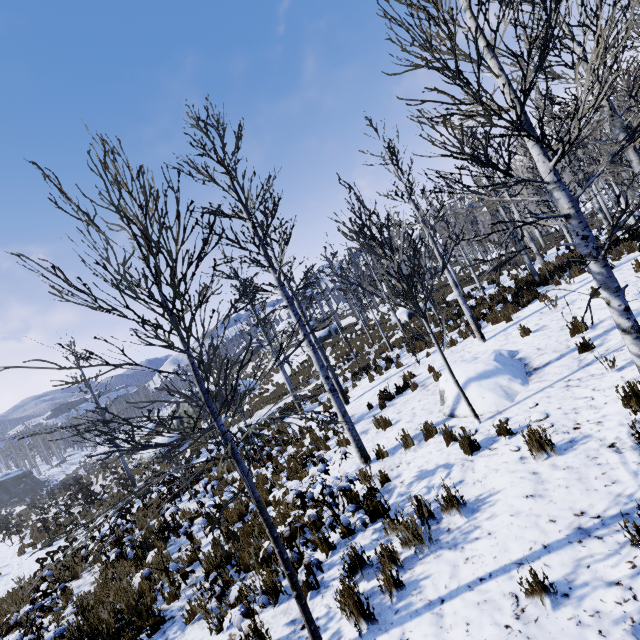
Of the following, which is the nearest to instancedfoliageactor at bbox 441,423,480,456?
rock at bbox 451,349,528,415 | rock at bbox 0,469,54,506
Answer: rock at bbox 451,349,528,415

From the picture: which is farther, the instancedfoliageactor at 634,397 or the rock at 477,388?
the rock at 477,388

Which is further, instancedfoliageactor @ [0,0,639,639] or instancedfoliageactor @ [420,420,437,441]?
instancedfoliageactor @ [420,420,437,441]

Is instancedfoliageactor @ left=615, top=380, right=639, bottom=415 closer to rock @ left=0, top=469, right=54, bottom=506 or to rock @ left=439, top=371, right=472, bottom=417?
rock @ left=439, top=371, right=472, bottom=417

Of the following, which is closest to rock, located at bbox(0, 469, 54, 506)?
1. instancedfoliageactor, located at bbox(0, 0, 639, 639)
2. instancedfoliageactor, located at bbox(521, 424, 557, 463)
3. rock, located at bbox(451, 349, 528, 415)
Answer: instancedfoliageactor, located at bbox(0, 0, 639, 639)

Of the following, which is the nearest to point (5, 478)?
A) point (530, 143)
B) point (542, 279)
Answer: point (542, 279)

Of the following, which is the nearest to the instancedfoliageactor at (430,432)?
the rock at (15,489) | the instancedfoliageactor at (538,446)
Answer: the instancedfoliageactor at (538,446)

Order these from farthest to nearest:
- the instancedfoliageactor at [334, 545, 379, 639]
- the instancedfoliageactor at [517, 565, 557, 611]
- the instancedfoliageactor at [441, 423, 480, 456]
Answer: the instancedfoliageactor at [441, 423, 480, 456] → the instancedfoliageactor at [334, 545, 379, 639] → the instancedfoliageactor at [517, 565, 557, 611]
